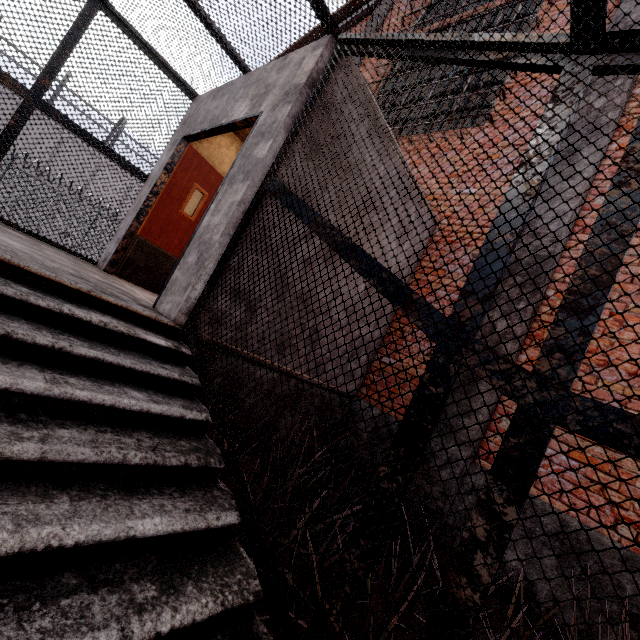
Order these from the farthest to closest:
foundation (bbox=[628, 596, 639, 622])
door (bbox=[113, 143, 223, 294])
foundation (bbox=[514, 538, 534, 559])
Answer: door (bbox=[113, 143, 223, 294])
foundation (bbox=[514, 538, 534, 559])
foundation (bbox=[628, 596, 639, 622])

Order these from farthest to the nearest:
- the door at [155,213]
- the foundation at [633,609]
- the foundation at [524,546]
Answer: the door at [155,213] < the foundation at [524,546] < the foundation at [633,609]

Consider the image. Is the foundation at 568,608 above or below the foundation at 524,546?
below

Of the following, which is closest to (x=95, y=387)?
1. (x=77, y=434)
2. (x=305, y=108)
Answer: (x=77, y=434)

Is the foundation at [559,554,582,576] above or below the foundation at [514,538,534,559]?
above

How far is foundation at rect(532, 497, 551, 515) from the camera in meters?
3.2
